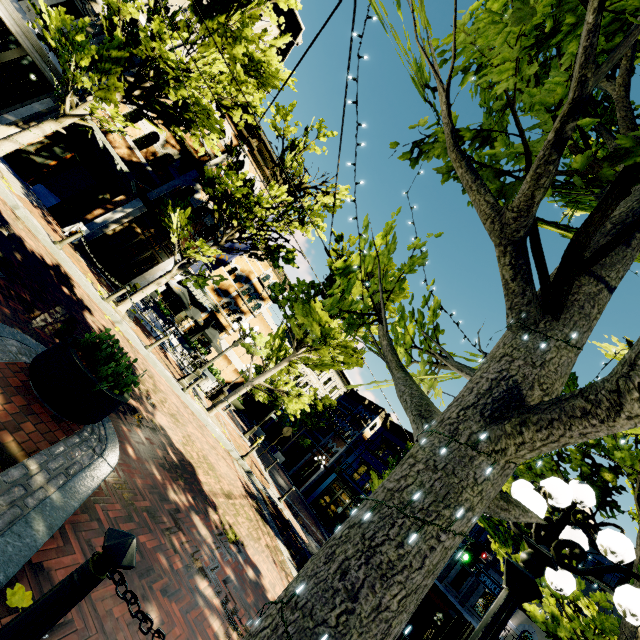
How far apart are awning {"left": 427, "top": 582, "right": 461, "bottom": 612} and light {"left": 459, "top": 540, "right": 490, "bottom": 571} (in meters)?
7.85

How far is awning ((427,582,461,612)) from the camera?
17.5m

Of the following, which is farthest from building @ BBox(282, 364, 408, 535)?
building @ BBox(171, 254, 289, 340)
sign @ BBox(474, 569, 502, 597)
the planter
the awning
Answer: the planter

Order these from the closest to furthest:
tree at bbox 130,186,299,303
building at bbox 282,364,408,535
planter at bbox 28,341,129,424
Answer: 1. planter at bbox 28,341,129,424
2. tree at bbox 130,186,299,303
3. building at bbox 282,364,408,535

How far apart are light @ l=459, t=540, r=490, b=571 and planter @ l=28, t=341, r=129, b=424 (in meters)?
13.70

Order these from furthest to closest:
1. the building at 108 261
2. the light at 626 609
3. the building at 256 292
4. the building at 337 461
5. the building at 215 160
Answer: the building at 256 292 < the building at 337 461 < the building at 215 160 < the building at 108 261 < the light at 626 609

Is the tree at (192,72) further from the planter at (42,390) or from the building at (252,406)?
the building at (252,406)

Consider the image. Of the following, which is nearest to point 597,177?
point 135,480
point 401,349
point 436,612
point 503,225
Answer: point 503,225
